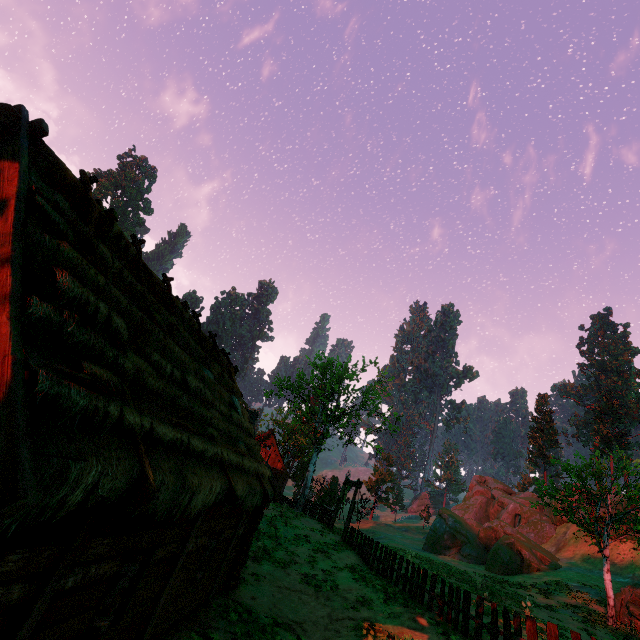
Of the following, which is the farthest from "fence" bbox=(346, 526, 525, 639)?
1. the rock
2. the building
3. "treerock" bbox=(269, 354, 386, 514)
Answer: the rock

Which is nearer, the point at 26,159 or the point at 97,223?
the point at 26,159

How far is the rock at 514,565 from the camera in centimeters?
3155cm

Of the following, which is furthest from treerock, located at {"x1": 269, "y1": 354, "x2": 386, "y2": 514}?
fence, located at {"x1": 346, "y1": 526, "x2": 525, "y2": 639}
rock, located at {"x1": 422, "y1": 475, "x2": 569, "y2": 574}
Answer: fence, located at {"x1": 346, "y1": 526, "x2": 525, "y2": 639}

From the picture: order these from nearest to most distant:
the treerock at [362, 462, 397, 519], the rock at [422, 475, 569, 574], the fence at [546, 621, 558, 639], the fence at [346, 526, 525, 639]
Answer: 1. the fence at [546, 621, 558, 639]
2. the fence at [346, 526, 525, 639]
3. the rock at [422, 475, 569, 574]
4. the treerock at [362, 462, 397, 519]

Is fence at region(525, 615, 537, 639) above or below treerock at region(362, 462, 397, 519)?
below

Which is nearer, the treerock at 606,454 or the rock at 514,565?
the treerock at 606,454

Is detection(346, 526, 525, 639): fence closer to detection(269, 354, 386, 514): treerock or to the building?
the building
